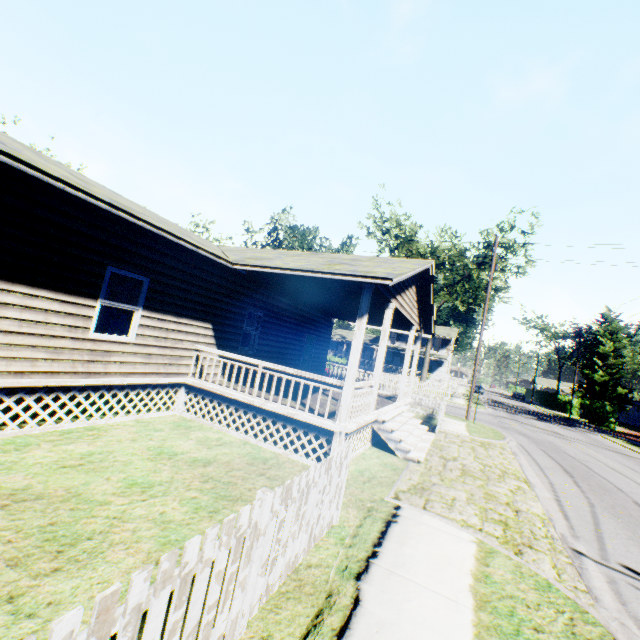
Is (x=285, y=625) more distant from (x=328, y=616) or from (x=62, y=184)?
(x=62, y=184)

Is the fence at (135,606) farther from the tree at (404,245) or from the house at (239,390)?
the tree at (404,245)

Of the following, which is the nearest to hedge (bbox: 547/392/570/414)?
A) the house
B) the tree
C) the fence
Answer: the tree

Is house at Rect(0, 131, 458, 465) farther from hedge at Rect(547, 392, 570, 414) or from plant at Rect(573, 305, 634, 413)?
plant at Rect(573, 305, 634, 413)

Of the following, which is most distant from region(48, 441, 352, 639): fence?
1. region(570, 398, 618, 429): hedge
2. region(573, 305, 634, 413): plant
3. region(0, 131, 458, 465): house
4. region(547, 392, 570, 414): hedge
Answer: region(573, 305, 634, 413): plant

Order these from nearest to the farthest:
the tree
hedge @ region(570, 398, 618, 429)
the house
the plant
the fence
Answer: the fence < the house < the tree < hedge @ region(570, 398, 618, 429) < the plant

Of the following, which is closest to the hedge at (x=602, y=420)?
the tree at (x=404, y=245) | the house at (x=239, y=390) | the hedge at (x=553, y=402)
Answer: the hedge at (x=553, y=402)

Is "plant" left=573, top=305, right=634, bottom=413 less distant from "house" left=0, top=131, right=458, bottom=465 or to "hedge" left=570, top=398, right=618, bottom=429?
"hedge" left=570, top=398, right=618, bottom=429
